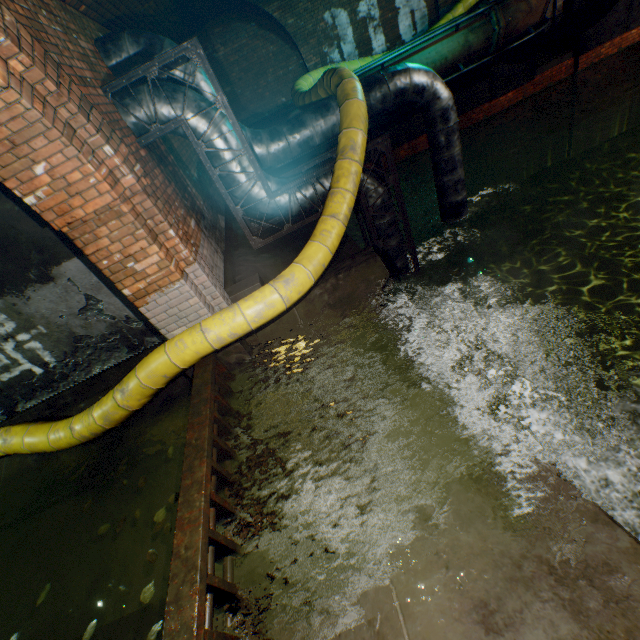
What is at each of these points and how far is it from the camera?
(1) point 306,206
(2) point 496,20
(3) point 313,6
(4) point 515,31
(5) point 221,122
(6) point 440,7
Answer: (1) pipe, 5.45m
(2) pipe end, 8.34m
(3) support arch, 10.05m
(4) pipe, 8.75m
(5) pipe, 4.55m
(6) support arch, 11.17m

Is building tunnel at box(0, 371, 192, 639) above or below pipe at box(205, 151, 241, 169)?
below

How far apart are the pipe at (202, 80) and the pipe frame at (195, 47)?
0.3 meters

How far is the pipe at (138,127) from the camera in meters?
4.2 m

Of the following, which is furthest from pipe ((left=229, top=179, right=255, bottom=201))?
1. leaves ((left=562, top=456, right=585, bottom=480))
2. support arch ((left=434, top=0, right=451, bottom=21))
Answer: support arch ((left=434, top=0, right=451, bottom=21))

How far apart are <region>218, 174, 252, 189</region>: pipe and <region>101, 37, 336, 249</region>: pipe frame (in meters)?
0.04

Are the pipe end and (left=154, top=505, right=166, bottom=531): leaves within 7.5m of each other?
no

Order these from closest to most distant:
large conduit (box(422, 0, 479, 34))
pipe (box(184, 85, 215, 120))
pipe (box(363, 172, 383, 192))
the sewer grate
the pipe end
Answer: the sewer grate
pipe (box(184, 85, 215, 120))
pipe (box(363, 172, 383, 192))
the pipe end
large conduit (box(422, 0, 479, 34))
